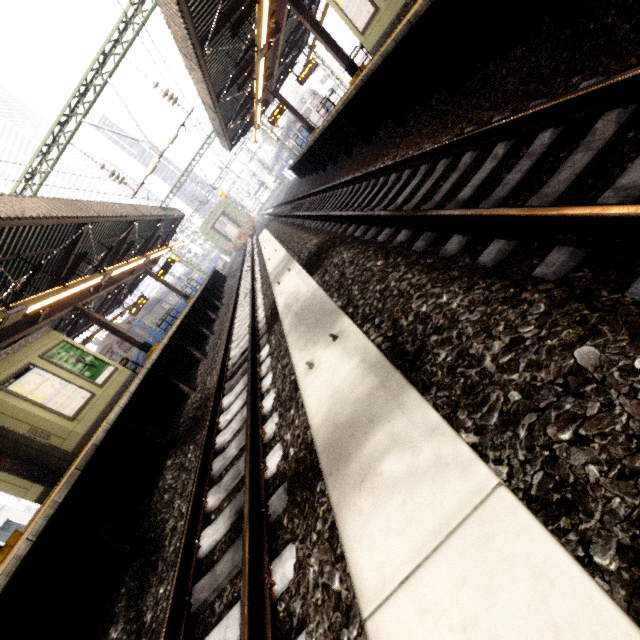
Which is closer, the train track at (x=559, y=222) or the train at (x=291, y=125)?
the train track at (x=559, y=222)

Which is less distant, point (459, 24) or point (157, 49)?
point (459, 24)

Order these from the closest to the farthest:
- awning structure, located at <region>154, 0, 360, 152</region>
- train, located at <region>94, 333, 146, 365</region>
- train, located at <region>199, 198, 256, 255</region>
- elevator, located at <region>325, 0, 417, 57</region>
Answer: elevator, located at <region>325, 0, 417, 57</region>
awning structure, located at <region>154, 0, 360, 152</region>
train, located at <region>94, 333, 146, 365</region>
train, located at <region>199, 198, 256, 255</region>

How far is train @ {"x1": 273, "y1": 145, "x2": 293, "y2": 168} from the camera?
48.5 meters

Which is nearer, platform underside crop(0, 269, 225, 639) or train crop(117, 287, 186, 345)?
platform underside crop(0, 269, 225, 639)

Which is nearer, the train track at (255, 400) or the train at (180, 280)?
the train track at (255, 400)

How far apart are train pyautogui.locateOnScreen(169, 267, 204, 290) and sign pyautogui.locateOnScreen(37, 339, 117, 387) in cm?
3179

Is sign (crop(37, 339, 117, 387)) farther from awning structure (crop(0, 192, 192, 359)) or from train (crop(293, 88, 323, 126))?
train (crop(293, 88, 323, 126))
